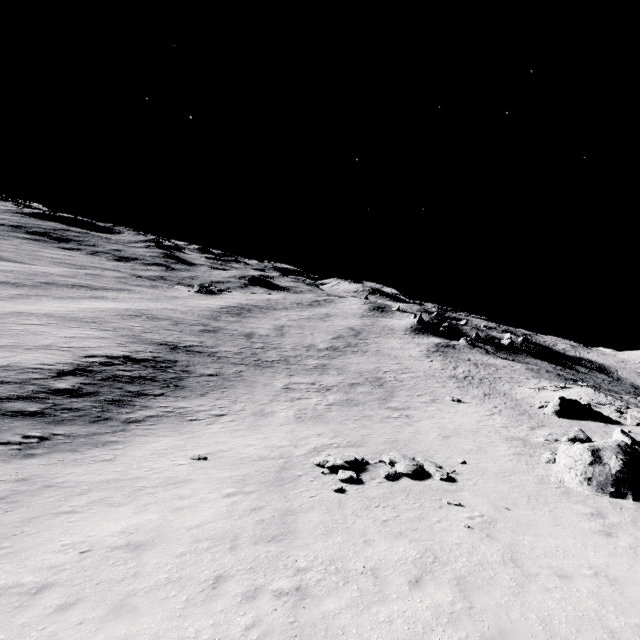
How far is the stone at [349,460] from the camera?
15.0m

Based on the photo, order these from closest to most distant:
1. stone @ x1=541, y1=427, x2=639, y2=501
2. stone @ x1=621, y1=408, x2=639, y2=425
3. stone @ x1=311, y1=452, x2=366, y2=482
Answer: stone @ x1=541, y1=427, x2=639, y2=501 → stone @ x1=311, y1=452, x2=366, y2=482 → stone @ x1=621, y1=408, x2=639, y2=425

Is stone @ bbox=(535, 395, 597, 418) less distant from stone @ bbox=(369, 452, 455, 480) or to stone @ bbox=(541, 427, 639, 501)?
stone @ bbox=(541, 427, 639, 501)

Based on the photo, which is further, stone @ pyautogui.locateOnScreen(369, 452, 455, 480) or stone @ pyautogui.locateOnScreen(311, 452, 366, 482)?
stone @ pyautogui.locateOnScreen(369, 452, 455, 480)

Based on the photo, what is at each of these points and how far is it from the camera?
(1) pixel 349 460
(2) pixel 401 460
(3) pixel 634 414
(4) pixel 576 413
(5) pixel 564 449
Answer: (1) stone, 16.52m
(2) stone, 16.77m
(3) stone, 32.69m
(4) stone, 33.25m
(5) stone, 16.70m

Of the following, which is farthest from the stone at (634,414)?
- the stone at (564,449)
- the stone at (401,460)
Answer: Result: the stone at (401,460)

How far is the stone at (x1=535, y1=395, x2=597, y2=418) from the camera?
33.3 meters

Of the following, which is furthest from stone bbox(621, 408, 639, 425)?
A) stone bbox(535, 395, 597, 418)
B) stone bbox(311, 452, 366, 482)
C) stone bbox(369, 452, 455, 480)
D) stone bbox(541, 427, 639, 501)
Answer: stone bbox(311, 452, 366, 482)
